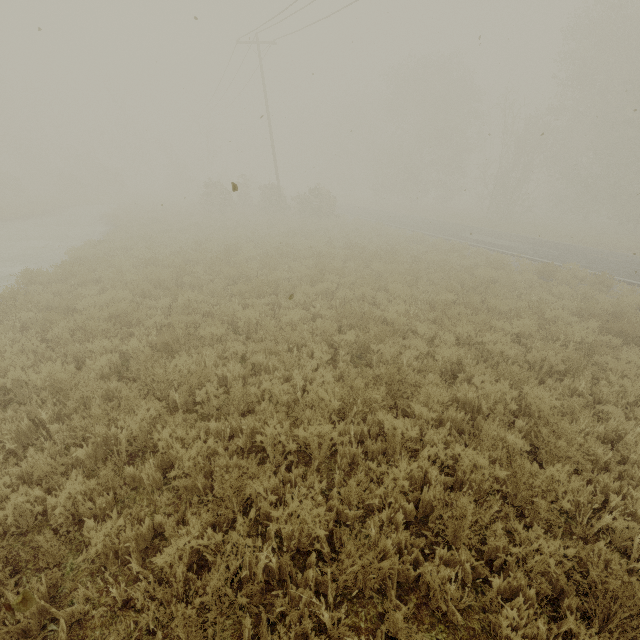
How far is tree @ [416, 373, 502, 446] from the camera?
4.58m

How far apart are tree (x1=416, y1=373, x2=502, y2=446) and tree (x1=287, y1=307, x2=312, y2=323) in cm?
381

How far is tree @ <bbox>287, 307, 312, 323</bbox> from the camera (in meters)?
7.64

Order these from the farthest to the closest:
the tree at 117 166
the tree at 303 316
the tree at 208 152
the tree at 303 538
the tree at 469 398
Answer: the tree at 208 152 → the tree at 117 166 → the tree at 303 316 → the tree at 469 398 → the tree at 303 538

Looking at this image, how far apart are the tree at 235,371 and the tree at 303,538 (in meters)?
2.91

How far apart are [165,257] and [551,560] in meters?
12.5 m

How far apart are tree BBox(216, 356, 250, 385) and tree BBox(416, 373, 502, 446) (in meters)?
3.24

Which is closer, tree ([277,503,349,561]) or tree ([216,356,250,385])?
tree ([277,503,349,561])
